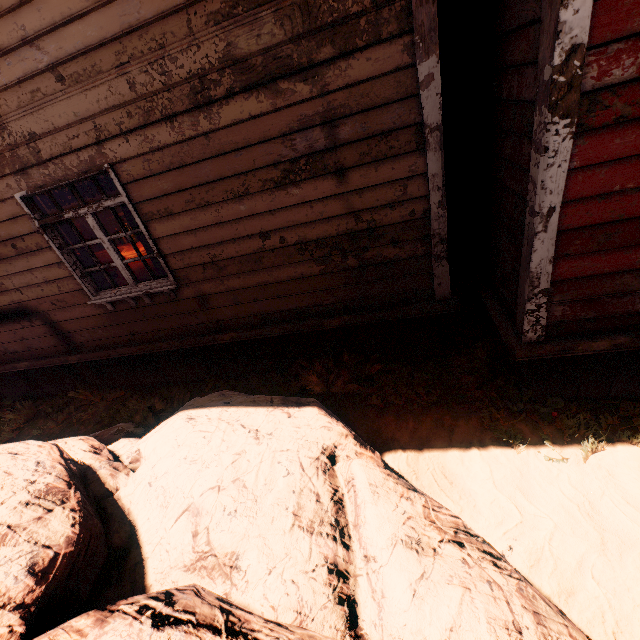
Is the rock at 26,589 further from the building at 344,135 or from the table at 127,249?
the table at 127,249

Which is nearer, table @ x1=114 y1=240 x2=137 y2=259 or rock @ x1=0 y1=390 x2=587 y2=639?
rock @ x1=0 y1=390 x2=587 y2=639

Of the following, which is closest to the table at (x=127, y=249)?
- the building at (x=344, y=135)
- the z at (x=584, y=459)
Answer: the building at (x=344, y=135)

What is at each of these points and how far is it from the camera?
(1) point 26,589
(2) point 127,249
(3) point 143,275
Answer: (1) rock, 1.72m
(2) table, 6.41m
(3) table, 6.36m

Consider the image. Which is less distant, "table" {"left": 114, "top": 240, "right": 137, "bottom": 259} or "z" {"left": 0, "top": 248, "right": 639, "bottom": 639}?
"z" {"left": 0, "top": 248, "right": 639, "bottom": 639}

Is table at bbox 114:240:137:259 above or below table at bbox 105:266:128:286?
above

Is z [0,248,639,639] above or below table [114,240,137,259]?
below

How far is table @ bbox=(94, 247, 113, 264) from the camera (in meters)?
6.94
